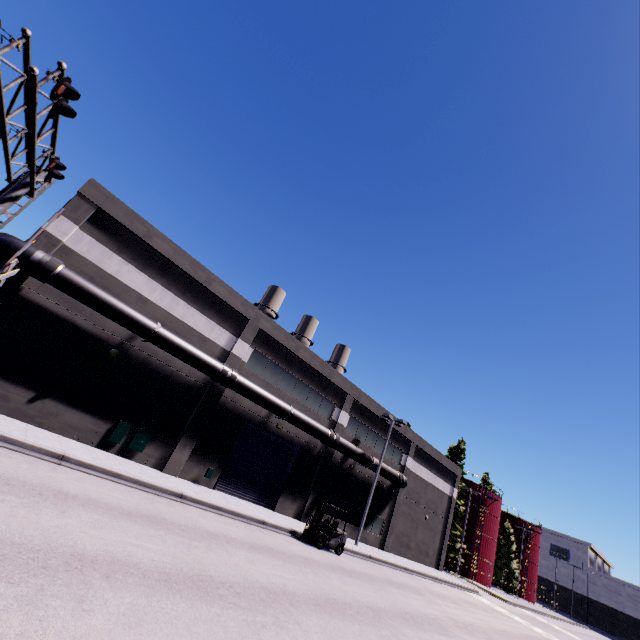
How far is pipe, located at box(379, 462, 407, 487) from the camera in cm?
2759

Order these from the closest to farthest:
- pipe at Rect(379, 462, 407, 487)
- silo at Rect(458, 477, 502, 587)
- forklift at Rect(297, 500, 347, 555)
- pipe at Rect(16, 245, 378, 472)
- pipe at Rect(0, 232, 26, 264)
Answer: pipe at Rect(0, 232, 26, 264) → pipe at Rect(16, 245, 378, 472) → forklift at Rect(297, 500, 347, 555) → pipe at Rect(379, 462, 407, 487) → silo at Rect(458, 477, 502, 587)

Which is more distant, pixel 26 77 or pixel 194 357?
pixel 194 357

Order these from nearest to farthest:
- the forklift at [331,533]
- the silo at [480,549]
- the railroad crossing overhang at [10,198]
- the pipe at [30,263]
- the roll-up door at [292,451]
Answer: the railroad crossing overhang at [10,198] → the pipe at [30,263] → the forklift at [331,533] → the roll-up door at [292,451] → the silo at [480,549]

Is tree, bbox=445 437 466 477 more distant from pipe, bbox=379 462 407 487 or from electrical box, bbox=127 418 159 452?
electrical box, bbox=127 418 159 452

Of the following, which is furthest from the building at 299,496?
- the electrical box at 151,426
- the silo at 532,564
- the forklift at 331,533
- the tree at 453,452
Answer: the silo at 532,564

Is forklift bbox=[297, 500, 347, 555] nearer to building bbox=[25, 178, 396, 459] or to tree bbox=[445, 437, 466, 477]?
building bbox=[25, 178, 396, 459]

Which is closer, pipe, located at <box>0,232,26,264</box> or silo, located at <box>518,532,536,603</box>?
pipe, located at <box>0,232,26,264</box>
